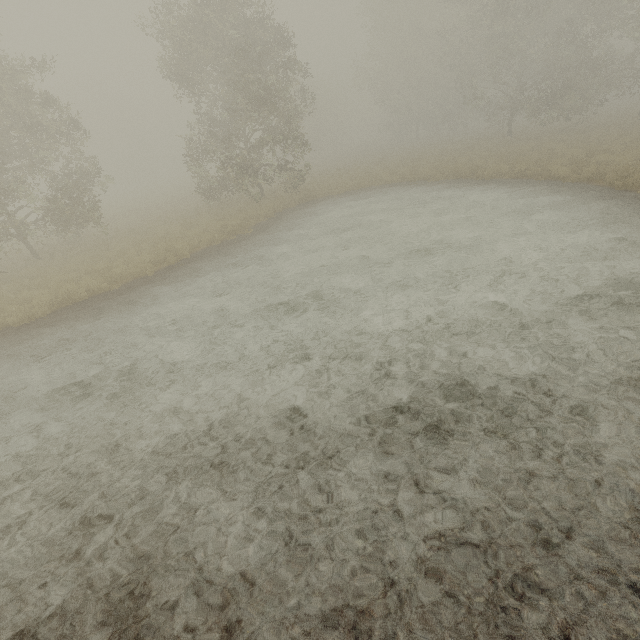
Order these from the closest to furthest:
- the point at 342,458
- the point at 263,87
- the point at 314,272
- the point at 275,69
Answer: the point at 342,458, the point at 314,272, the point at 263,87, the point at 275,69
